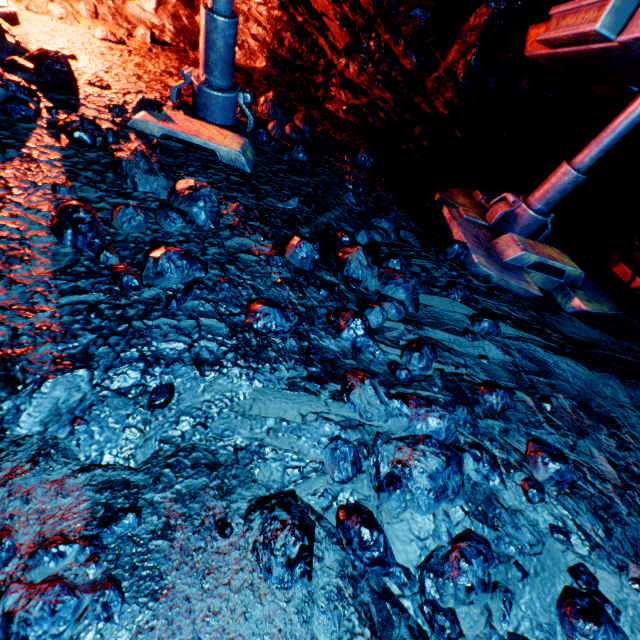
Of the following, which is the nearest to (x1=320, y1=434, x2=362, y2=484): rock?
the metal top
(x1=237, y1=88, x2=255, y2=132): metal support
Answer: the metal top

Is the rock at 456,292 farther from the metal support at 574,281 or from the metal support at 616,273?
the metal support at 616,273

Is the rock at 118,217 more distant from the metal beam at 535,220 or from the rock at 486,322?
the metal beam at 535,220

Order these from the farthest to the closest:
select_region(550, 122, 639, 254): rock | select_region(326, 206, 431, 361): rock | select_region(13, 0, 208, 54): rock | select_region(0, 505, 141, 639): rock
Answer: select_region(550, 122, 639, 254): rock, select_region(13, 0, 208, 54): rock, select_region(326, 206, 431, 361): rock, select_region(0, 505, 141, 639): rock

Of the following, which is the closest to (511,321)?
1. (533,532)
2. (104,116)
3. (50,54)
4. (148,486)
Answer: (533,532)

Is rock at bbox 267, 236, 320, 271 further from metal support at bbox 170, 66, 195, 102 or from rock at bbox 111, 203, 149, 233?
metal support at bbox 170, 66, 195, 102

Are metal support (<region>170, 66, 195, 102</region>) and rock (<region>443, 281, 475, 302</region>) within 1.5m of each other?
no

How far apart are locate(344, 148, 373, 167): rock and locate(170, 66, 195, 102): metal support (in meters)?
1.51
